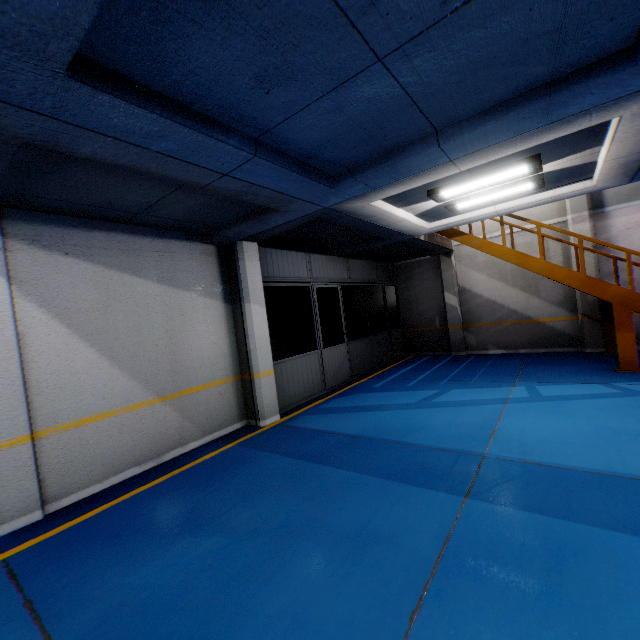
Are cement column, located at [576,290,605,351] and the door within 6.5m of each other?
no

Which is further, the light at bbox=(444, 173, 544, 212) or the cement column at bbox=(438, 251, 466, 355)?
the cement column at bbox=(438, 251, 466, 355)

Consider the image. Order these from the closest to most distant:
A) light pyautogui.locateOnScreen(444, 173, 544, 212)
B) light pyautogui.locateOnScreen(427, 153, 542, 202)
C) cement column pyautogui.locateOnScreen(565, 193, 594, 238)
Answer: light pyautogui.locateOnScreen(427, 153, 542, 202) → light pyautogui.locateOnScreen(444, 173, 544, 212) → cement column pyautogui.locateOnScreen(565, 193, 594, 238)

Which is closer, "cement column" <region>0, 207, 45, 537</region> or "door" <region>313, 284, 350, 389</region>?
"cement column" <region>0, 207, 45, 537</region>

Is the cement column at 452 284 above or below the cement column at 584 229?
below

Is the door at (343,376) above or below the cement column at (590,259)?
below

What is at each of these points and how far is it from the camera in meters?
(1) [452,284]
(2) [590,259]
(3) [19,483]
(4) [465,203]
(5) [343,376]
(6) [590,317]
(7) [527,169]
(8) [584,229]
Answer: (1) cement column, 11.6
(2) cement column, 9.3
(3) cement column, 3.9
(4) light, 6.2
(5) door, 9.4
(6) cement column, 9.4
(7) light, 4.9
(8) cement column, 9.3

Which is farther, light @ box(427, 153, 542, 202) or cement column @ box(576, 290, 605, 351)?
cement column @ box(576, 290, 605, 351)
